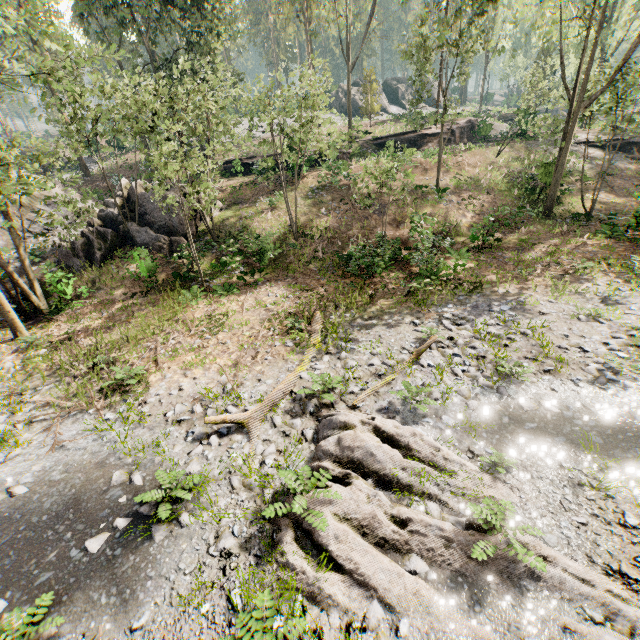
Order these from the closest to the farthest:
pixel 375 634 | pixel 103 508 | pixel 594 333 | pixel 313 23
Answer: pixel 375 634
pixel 103 508
pixel 594 333
pixel 313 23

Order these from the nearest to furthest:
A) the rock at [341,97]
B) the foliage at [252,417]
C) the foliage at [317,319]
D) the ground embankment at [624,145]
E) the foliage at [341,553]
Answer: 1. the foliage at [341,553]
2. the foliage at [252,417]
3. the foliage at [317,319]
4. the ground embankment at [624,145]
5. the rock at [341,97]

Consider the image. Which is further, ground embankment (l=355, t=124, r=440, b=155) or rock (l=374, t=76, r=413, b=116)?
rock (l=374, t=76, r=413, b=116)

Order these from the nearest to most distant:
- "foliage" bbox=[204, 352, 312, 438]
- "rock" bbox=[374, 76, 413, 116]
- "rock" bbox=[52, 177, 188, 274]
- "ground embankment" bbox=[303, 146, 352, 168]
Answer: "foliage" bbox=[204, 352, 312, 438]
"rock" bbox=[52, 177, 188, 274]
"ground embankment" bbox=[303, 146, 352, 168]
"rock" bbox=[374, 76, 413, 116]

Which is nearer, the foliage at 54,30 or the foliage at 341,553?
the foliage at 341,553

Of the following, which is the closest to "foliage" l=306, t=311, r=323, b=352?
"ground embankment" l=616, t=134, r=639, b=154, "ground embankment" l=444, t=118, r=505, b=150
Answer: "ground embankment" l=616, t=134, r=639, b=154

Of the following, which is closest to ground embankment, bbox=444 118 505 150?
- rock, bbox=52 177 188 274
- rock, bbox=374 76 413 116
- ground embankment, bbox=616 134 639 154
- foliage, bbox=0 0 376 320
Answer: foliage, bbox=0 0 376 320

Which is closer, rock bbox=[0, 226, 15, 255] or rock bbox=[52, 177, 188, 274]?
rock bbox=[52, 177, 188, 274]
